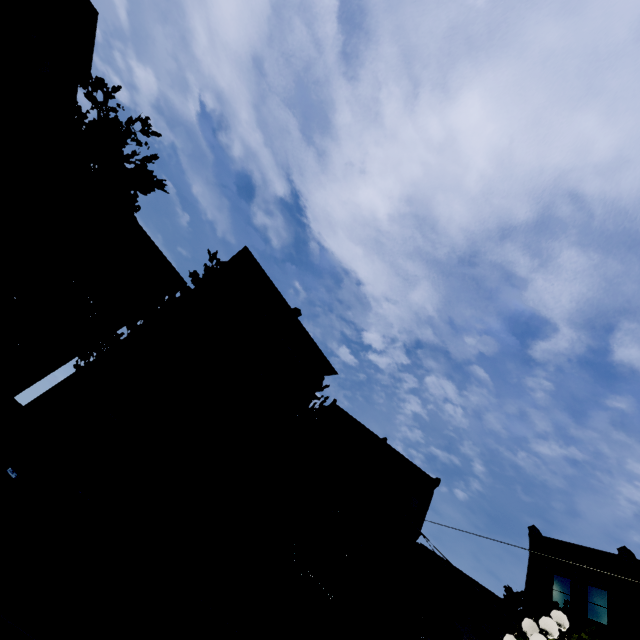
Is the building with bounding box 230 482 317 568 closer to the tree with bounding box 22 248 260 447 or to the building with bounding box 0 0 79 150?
the tree with bounding box 22 248 260 447

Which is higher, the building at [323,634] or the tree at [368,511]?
the tree at [368,511]

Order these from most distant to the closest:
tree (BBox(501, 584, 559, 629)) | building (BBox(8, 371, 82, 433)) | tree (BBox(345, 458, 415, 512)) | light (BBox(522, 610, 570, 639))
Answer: Answer: tree (BBox(345, 458, 415, 512)) < tree (BBox(501, 584, 559, 629)) < building (BBox(8, 371, 82, 433)) < light (BBox(522, 610, 570, 639))

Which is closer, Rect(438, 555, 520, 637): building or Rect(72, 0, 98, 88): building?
Rect(72, 0, 98, 88): building

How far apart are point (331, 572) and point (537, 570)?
15.5m

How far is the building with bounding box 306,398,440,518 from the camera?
22.7 meters

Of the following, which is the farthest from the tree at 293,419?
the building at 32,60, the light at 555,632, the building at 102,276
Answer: the light at 555,632

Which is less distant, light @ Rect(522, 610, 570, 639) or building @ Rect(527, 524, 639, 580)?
light @ Rect(522, 610, 570, 639)
